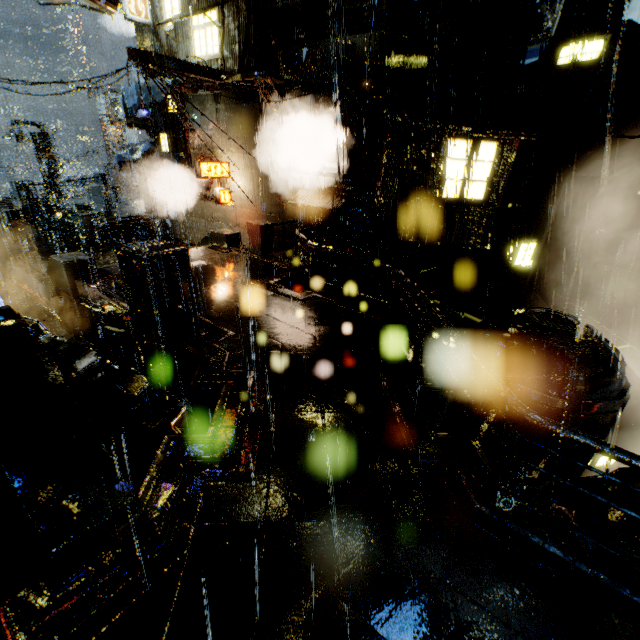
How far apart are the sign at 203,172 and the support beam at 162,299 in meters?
10.4

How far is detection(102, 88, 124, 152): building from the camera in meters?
31.5

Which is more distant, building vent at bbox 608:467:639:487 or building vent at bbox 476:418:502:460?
building vent at bbox 476:418:502:460

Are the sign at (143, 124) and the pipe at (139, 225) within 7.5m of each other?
yes

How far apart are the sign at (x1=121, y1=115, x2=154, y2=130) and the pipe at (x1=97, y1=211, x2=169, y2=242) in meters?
4.9

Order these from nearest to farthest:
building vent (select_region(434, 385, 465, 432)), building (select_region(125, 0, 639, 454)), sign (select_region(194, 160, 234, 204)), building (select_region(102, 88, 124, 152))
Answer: building (select_region(125, 0, 639, 454))
building vent (select_region(434, 385, 465, 432))
sign (select_region(194, 160, 234, 204))
building (select_region(102, 88, 124, 152))

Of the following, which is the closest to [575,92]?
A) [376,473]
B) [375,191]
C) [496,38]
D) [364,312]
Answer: [496,38]

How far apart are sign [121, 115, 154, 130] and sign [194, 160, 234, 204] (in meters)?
6.82
